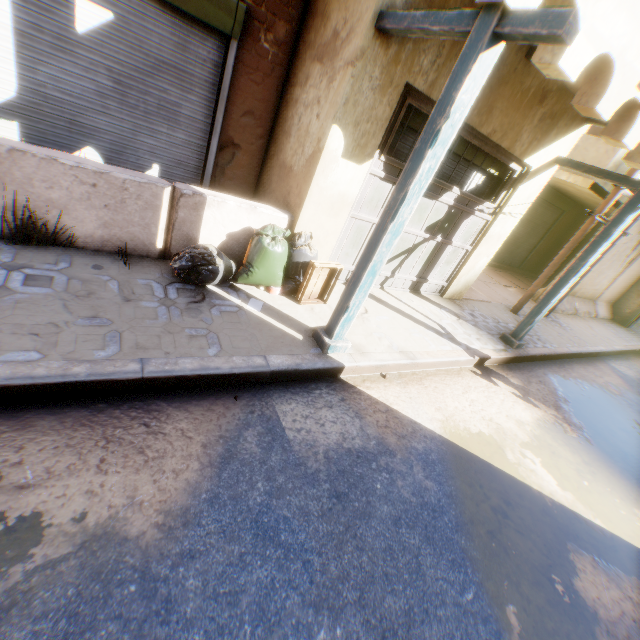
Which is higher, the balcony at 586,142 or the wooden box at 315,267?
the balcony at 586,142

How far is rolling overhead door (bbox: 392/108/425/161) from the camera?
4.4m

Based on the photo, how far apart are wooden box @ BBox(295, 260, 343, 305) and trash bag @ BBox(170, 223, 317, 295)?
0.08m

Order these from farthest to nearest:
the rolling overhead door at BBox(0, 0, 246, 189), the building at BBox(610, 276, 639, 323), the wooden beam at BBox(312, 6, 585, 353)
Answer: the building at BBox(610, 276, 639, 323)
the rolling overhead door at BBox(0, 0, 246, 189)
the wooden beam at BBox(312, 6, 585, 353)

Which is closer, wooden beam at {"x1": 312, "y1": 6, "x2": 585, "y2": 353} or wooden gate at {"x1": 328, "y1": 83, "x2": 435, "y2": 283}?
wooden beam at {"x1": 312, "y1": 6, "x2": 585, "y2": 353}

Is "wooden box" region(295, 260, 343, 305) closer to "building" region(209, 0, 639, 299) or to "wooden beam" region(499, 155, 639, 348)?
"building" region(209, 0, 639, 299)

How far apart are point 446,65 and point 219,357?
4.34m

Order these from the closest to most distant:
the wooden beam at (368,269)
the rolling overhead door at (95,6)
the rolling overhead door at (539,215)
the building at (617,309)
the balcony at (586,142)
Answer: the wooden beam at (368,269), the rolling overhead door at (95,6), the balcony at (586,142), the rolling overhead door at (539,215), the building at (617,309)
